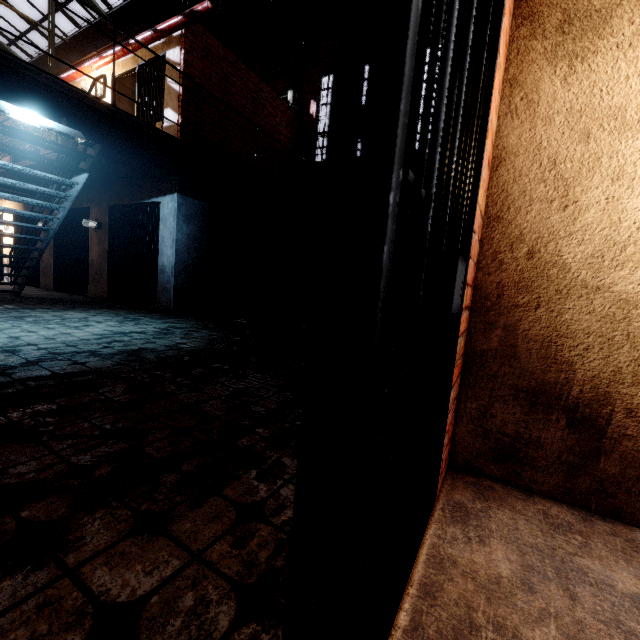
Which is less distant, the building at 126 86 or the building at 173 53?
the building at 173 53

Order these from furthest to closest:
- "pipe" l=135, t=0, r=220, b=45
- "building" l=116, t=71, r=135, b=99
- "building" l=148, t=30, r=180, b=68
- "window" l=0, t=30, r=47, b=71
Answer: "window" l=0, t=30, r=47, b=71, "building" l=116, t=71, r=135, b=99, "building" l=148, t=30, r=180, b=68, "pipe" l=135, t=0, r=220, b=45

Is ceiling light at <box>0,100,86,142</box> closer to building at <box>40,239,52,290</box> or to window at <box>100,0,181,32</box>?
building at <box>40,239,52,290</box>

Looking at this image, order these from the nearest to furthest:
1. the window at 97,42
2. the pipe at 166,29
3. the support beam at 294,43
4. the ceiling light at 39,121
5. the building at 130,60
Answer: the ceiling light at 39,121 < the pipe at 166,29 < the building at 130,60 < the support beam at 294,43 < the window at 97,42

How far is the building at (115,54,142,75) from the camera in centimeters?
714cm

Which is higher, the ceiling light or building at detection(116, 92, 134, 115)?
building at detection(116, 92, 134, 115)

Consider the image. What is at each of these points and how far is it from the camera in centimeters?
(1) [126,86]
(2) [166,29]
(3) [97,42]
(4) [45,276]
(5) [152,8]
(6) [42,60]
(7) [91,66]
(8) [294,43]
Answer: (1) building, 809cm
(2) pipe, 619cm
(3) window, 1169cm
(4) building, 988cm
(5) window, 997cm
(6) window, 1298cm
(7) pipe, 757cm
(8) support beam, 921cm

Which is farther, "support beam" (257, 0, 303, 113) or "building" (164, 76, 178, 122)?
"support beam" (257, 0, 303, 113)
